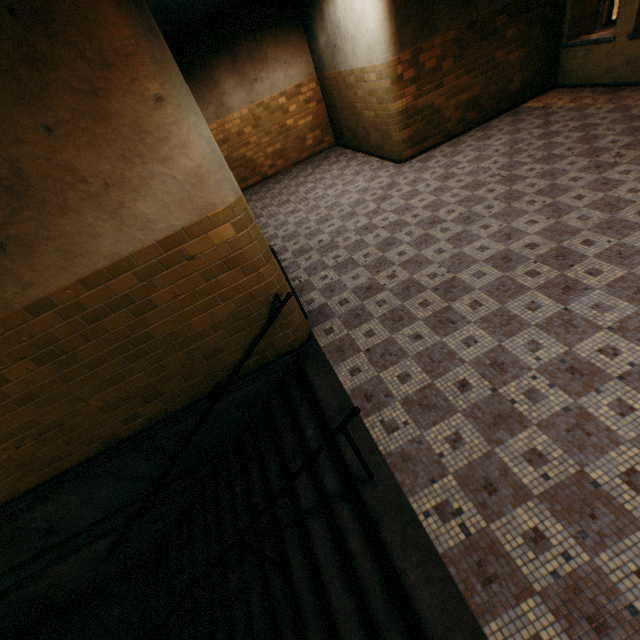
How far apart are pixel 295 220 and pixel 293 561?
6.3m
